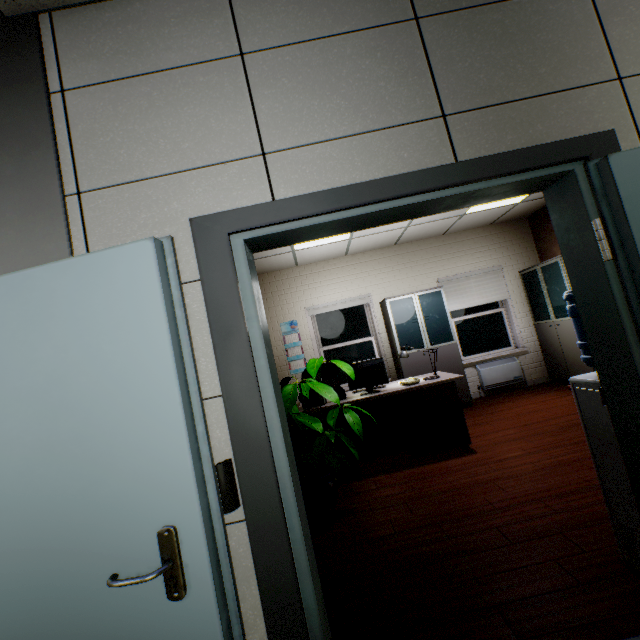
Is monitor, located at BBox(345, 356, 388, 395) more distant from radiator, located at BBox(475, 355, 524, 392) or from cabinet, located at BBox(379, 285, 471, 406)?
radiator, located at BBox(475, 355, 524, 392)

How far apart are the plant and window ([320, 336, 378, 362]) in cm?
301

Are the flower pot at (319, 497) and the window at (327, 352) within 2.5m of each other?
no

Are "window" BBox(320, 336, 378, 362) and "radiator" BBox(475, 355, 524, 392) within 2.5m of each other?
yes

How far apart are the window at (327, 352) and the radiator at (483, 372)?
1.9m

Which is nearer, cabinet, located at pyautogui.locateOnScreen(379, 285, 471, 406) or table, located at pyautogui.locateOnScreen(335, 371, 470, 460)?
table, located at pyautogui.locateOnScreen(335, 371, 470, 460)

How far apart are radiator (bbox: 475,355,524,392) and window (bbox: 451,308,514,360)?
0.2m

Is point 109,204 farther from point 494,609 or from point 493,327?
point 493,327
